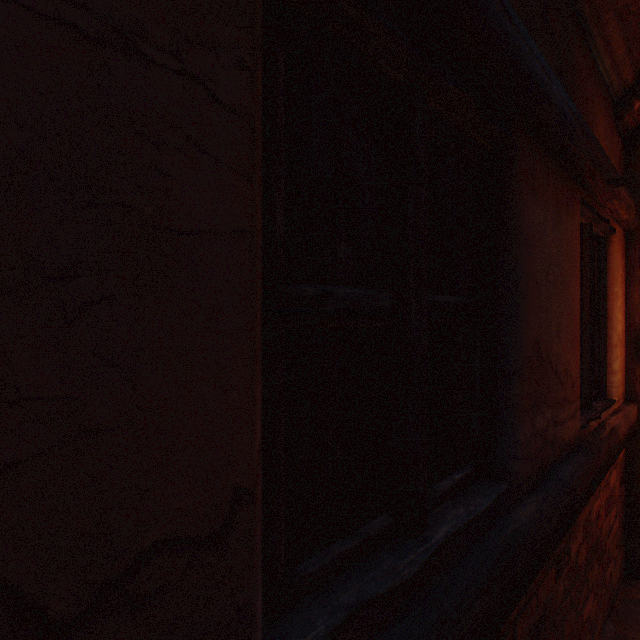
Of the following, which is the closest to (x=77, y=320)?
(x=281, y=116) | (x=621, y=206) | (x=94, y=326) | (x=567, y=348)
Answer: (x=94, y=326)

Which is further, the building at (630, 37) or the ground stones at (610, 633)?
the ground stones at (610, 633)

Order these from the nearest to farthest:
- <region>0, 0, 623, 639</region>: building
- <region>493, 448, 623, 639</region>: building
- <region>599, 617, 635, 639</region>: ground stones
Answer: <region>0, 0, 623, 639</region>: building < <region>493, 448, 623, 639</region>: building < <region>599, 617, 635, 639</region>: ground stones

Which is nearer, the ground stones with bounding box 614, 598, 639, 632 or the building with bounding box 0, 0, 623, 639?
the building with bounding box 0, 0, 623, 639

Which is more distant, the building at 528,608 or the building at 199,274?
the building at 528,608
